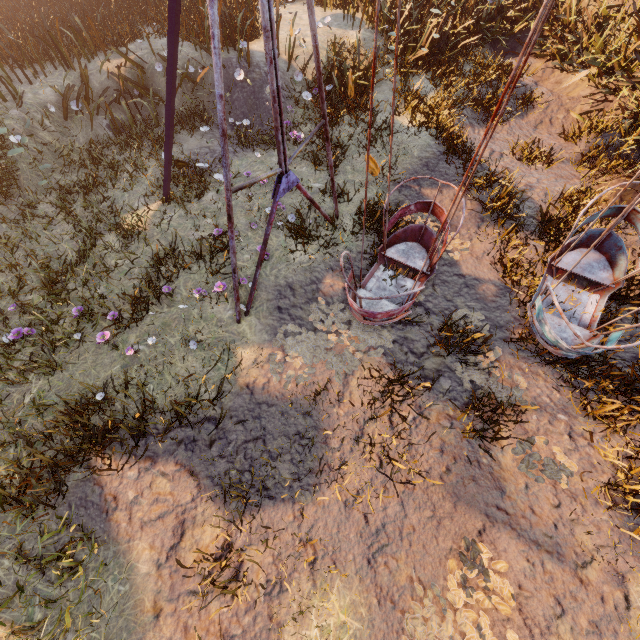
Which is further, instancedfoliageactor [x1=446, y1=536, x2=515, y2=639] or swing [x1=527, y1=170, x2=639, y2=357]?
swing [x1=527, y1=170, x2=639, y2=357]

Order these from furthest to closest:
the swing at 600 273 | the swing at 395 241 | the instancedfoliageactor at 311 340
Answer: the instancedfoliageactor at 311 340 → the swing at 600 273 → the swing at 395 241

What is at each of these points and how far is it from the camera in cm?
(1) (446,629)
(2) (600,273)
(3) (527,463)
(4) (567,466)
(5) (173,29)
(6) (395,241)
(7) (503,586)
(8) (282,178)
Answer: (1) instancedfoliageactor, 339
(2) swing, 499
(3) instancedfoliageactor, 422
(4) instancedfoliageactor, 410
(5) swing, 372
(6) swing, 574
(7) instancedfoliageactor, 347
(8) swing, 435

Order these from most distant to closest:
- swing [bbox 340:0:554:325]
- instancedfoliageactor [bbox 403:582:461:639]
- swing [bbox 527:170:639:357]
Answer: swing [bbox 527:170:639:357] < instancedfoliageactor [bbox 403:582:461:639] < swing [bbox 340:0:554:325]

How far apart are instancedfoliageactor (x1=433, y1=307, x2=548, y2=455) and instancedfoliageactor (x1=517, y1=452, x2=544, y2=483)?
0.5 meters

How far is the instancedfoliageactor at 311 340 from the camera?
4.9 meters

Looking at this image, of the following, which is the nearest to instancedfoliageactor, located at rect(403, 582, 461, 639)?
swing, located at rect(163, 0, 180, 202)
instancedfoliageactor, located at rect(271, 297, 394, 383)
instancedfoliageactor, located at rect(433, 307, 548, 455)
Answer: swing, located at rect(163, 0, 180, 202)

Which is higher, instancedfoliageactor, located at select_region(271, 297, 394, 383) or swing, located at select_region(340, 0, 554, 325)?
swing, located at select_region(340, 0, 554, 325)
